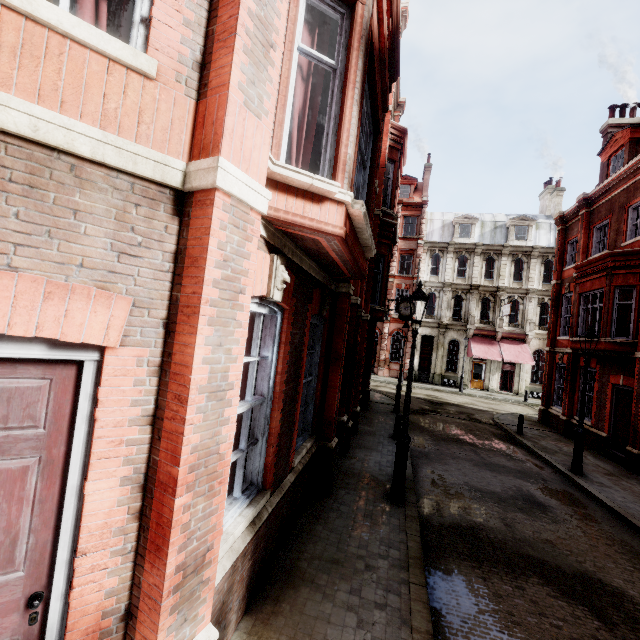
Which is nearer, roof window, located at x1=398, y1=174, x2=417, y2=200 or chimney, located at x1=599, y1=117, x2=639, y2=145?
chimney, located at x1=599, y1=117, x2=639, y2=145

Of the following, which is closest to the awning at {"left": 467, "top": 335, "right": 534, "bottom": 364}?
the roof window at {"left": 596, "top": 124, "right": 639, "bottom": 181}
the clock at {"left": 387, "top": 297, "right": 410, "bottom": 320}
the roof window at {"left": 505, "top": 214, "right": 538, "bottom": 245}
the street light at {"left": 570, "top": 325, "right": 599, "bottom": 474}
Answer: the clock at {"left": 387, "top": 297, "right": 410, "bottom": 320}

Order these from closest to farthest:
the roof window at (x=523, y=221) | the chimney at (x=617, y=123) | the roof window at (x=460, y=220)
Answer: the chimney at (x=617, y=123) < the roof window at (x=523, y=221) < the roof window at (x=460, y=220)

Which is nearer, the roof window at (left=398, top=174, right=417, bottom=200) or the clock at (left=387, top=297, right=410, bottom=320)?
the clock at (left=387, top=297, right=410, bottom=320)

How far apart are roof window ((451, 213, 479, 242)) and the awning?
9.1 meters

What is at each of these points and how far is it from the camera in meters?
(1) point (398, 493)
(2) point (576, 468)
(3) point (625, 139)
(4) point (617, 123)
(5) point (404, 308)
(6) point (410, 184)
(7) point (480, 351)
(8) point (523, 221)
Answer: (1) street light, 6.9
(2) street light, 10.4
(3) roof window, 15.4
(4) chimney, 18.5
(5) clock, 19.0
(6) roof window, 34.8
(7) awning, 28.9
(8) roof window, 31.1

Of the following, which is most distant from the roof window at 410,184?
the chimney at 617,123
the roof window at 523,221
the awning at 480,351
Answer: the chimney at 617,123

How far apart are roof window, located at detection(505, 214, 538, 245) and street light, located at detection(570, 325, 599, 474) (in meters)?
23.84
